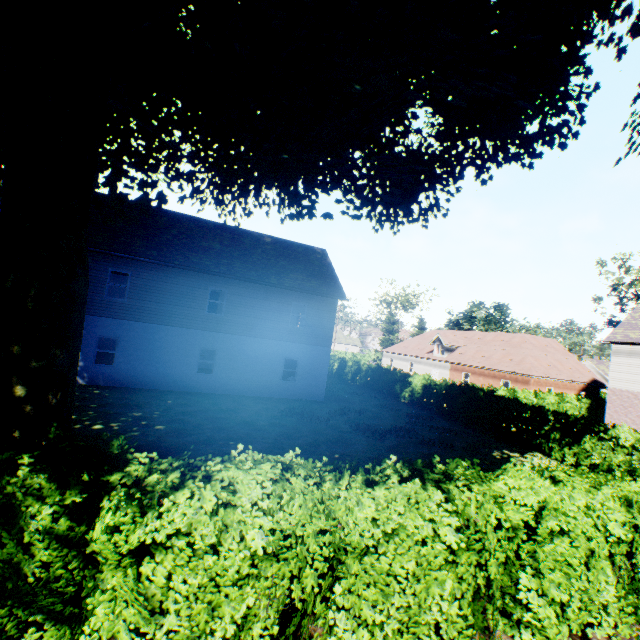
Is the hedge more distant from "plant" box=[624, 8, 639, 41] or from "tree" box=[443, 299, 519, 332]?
"plant" box=[624, 8, 639, 41]

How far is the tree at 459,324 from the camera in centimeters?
4988cm

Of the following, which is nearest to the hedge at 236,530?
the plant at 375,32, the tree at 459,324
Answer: the tree at 459,324

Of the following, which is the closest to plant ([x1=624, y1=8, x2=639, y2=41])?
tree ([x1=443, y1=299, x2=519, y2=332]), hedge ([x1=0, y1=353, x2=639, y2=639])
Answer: tree ([x1=443, y1=299, x2=519, y2=332])

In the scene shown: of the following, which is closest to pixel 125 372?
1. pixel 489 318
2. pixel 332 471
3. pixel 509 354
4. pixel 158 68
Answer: pixel 158 68

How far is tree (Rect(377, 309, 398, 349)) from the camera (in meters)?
54.97
